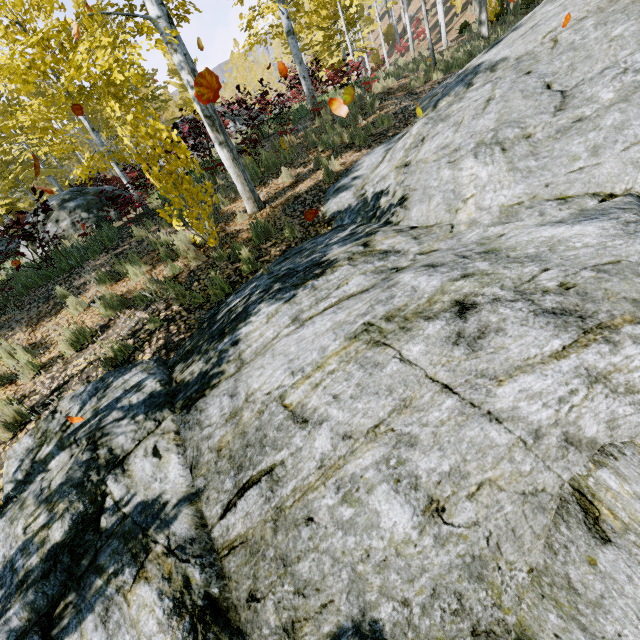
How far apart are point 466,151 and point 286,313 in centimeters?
333cm

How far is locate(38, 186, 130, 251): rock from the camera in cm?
979

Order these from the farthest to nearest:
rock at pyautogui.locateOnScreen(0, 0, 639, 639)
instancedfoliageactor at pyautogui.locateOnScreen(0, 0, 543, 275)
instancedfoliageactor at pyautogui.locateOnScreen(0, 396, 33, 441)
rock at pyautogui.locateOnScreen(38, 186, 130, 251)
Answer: rock at pyautogui.locateOnScreen(38, 186, 130, 251) < instancedfoliageactor at pyautogui.locateOnScreen(0, 0, 543, 275) < instancedfoliageactor at pyautogui.locateOnScreen(0, 396, 33, 441) < rock at pyautogui.locateOnScreen(0, 0, 639, 639)

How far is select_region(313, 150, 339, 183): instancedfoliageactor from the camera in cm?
669

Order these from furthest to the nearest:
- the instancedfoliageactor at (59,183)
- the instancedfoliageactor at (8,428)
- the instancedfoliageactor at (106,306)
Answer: the instancedfoliageactor at (106,306), the instancedfoliageactor at (59,183), the instancedfoliageactor at (8,428)

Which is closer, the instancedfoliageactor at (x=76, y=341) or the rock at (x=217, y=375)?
the rock at (x=217, y=375)
